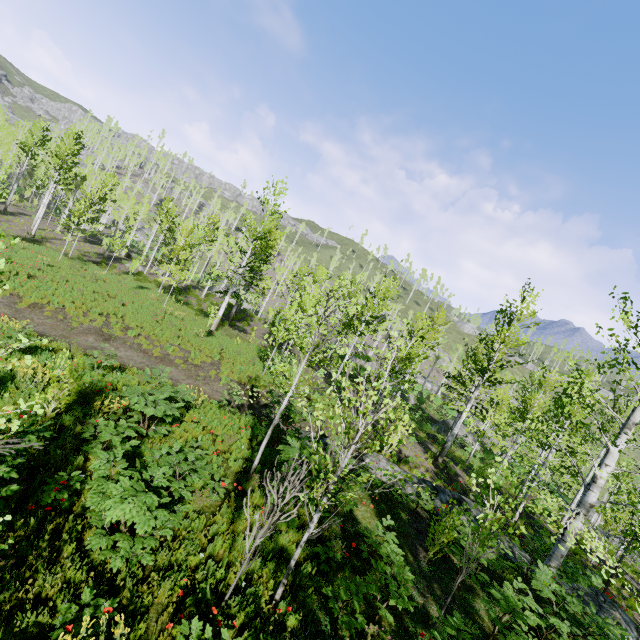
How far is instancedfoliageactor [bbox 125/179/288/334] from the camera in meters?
22.4 m

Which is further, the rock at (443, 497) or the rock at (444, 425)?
the rock at (444, 425)

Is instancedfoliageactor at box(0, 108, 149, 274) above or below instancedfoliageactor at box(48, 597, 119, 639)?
above

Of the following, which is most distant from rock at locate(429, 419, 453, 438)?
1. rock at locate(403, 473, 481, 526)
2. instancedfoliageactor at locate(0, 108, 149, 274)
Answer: rock at locate(403, 473, 481, 526)

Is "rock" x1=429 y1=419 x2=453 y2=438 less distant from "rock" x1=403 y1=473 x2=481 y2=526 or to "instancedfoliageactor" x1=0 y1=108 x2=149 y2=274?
"instancedfoliageactor" x1=0 y1=108 x2=149 y2=274

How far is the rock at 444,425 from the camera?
28.6m

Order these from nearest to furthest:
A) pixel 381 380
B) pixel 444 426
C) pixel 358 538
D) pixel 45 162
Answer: pixel 381 380 → pixel 358 538 → pixel 444 426 → pixel 45 162
